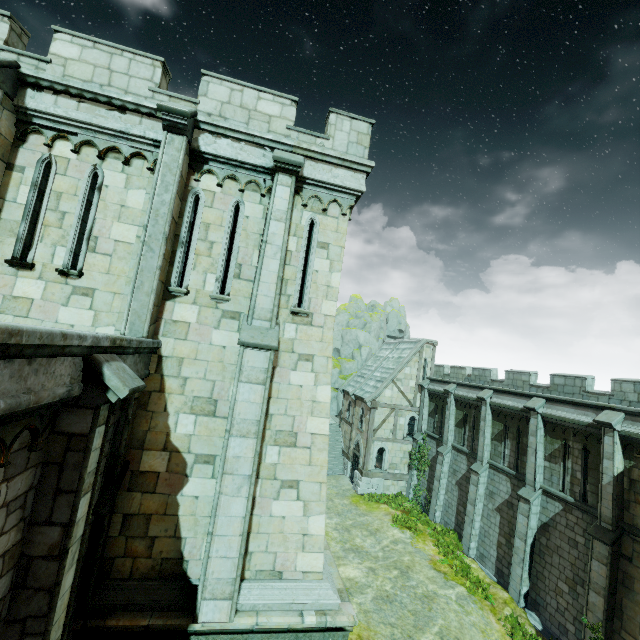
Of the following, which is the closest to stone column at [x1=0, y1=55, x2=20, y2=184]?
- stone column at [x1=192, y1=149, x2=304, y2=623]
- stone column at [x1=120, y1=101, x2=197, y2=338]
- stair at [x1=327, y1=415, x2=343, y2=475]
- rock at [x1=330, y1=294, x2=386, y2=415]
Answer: stone column at [x1=120, y1=101, x2=197, y2=338]

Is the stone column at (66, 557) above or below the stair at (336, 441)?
above

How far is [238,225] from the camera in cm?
790

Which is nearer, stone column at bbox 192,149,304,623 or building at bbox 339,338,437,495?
stone column at bbox 192,149,304,623

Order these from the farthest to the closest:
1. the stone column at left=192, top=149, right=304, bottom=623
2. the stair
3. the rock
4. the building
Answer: the rock, the stair, the building, the stone column at left=192, top=149, right=304, bottom=623

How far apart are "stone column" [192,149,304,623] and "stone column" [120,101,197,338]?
1.8 meters

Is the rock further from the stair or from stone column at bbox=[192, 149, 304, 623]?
stone column at bbox=[192, 149, 304, 623]

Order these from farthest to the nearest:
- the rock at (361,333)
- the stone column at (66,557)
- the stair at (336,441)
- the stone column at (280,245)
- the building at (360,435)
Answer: the rock at (361,333) → the stair at (336,441) → the building at (360,435) → the stone column at (280,245) → the stone column at (66,557)
